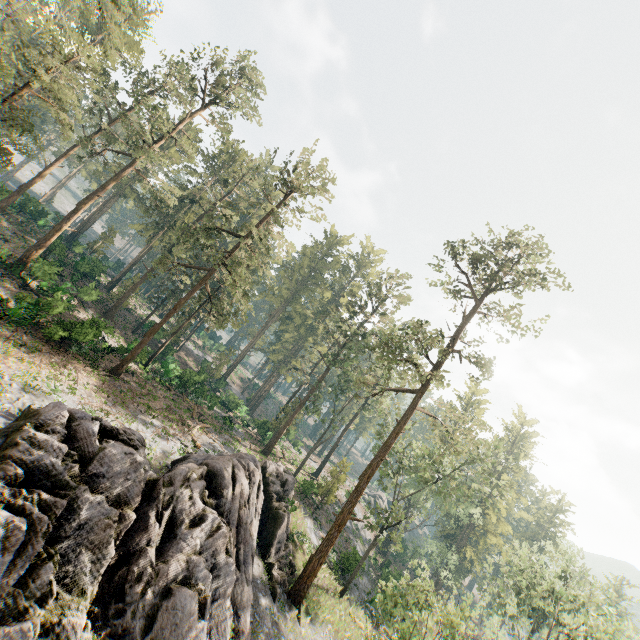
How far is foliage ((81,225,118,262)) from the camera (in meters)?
45.92

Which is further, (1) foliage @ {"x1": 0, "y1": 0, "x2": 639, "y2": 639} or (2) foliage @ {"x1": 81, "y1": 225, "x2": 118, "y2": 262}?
(2) foliage @ {"x1": 81, "y1": 225, "x2": 118, "y2": 262}

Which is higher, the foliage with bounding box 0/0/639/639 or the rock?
the foliage with bounding box 0/0/639/639

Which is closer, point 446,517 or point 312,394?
point 312,394

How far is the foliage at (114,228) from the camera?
45.9 meters

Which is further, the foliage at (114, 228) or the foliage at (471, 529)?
the foliage at (114, 228)

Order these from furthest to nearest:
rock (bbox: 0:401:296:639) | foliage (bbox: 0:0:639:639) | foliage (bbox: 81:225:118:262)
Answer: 1. foliage (bbox: 81:225:118:262)
2. foliage (bbox: 0:0:639:639)
3. rock (bbox: 0:401:296:639)

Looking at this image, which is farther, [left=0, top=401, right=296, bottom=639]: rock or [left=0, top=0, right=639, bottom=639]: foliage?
[left=0, top=0, right=639, bottom=639]: foliage
